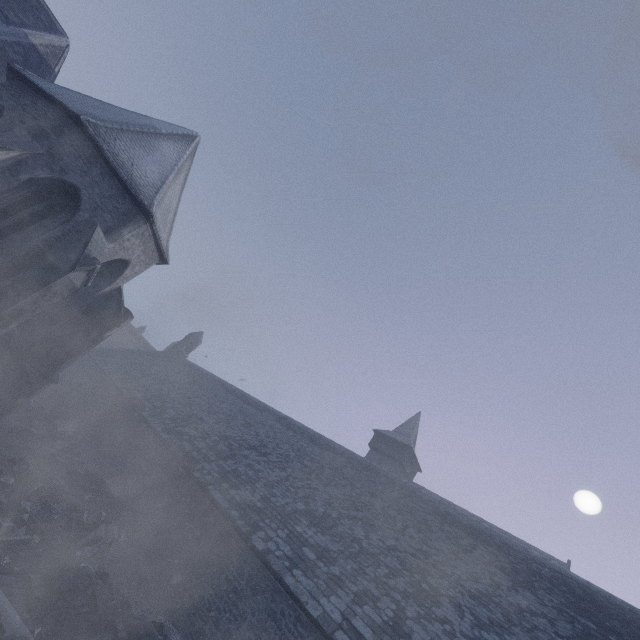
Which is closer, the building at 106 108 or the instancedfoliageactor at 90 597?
the instancedfoliageactor at 90 597

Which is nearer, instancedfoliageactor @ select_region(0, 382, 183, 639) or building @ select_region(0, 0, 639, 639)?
instancedfoliageactor @ select_region(0, 382, 183, 639)

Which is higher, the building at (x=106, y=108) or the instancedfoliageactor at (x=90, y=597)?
the building at (x=106, y=108)

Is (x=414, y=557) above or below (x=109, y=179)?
below

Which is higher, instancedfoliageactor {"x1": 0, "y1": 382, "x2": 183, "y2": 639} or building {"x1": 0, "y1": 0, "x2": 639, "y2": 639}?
building {"x1": 0, "y1": 0, "x2": 639, "y2": 639}
